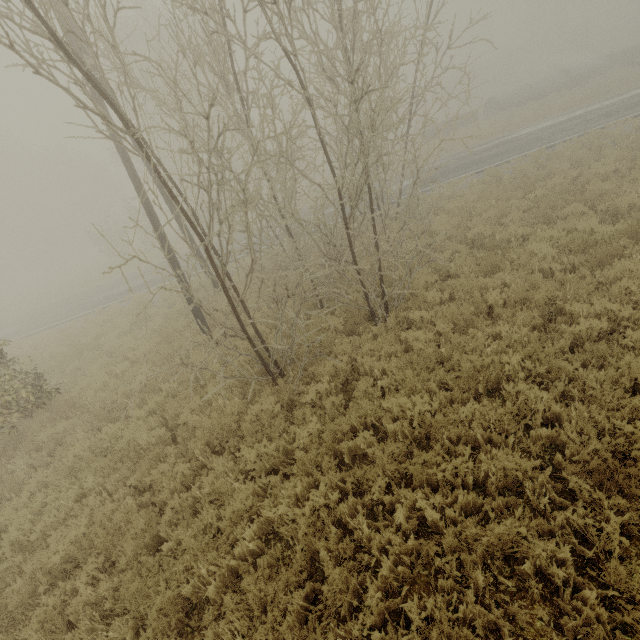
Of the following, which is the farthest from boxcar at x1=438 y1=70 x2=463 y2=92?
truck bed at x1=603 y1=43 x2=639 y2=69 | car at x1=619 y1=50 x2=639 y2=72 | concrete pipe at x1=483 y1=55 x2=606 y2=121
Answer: car at x1=619 y1=50 x2=639 y2=72

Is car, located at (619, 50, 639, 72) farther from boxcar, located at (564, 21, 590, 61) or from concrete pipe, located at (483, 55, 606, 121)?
boxcar, located at (564, 21, 590, 61)

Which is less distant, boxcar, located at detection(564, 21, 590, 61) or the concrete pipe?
the concrete pipe

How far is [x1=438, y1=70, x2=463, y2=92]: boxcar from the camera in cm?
5434

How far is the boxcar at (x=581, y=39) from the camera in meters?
54.6 m

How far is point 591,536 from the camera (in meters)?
3.35

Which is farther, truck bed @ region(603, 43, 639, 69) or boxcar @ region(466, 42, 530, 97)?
boxcar @ region(466, 42, 530, 97)

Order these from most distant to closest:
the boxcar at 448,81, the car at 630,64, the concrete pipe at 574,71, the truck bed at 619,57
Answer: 1. the boxcar at 448,81
2. the truck bed at 619,57
3. the concrete pipe at 574,71
4. the car at 630,64
